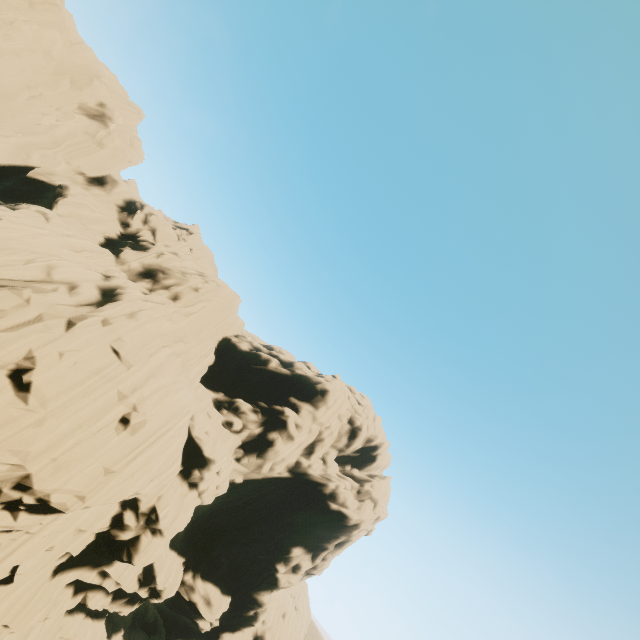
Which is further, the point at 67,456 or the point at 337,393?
the point at 337,393
